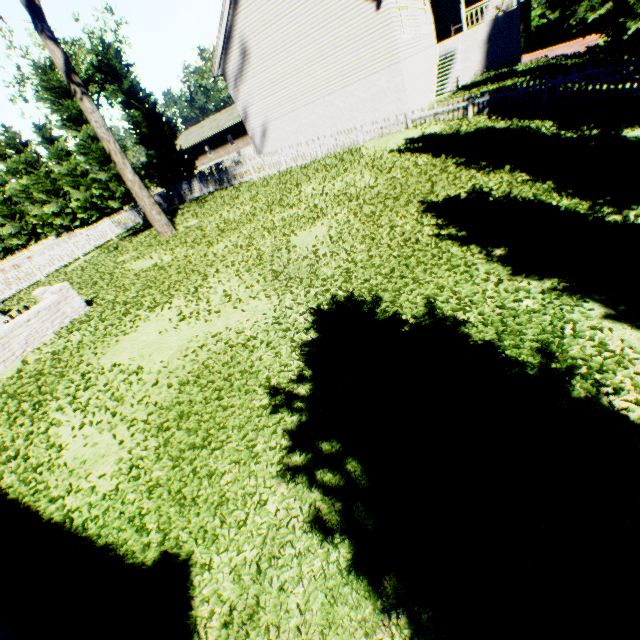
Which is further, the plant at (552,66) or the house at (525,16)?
the house at (525,16)

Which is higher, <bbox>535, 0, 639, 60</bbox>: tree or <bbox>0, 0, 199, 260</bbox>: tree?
<bbox>0, 0, 199, 260</bbox>: tree

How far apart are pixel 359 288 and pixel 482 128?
11.0 meters

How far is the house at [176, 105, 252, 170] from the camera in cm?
4584

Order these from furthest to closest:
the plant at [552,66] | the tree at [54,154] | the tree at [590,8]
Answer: the plant at [552,66], the tree at [54,154], the tree at [590,8]

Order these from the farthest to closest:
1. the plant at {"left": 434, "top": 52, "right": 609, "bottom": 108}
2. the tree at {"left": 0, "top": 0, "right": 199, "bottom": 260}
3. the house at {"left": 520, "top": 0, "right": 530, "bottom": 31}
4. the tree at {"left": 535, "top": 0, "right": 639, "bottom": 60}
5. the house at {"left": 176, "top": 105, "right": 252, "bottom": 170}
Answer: the house at {"left": 176, "top": 105, "right": 252, "bottom": 170} → the house at {"left": 520, "top": 0, "right": 530, "bottom": 31} → the plant at {"left": 434, "top": 52, "right": 609, "bottom": 108} → the tree at {"left": 0, "top": 0, "right": 199, "bottom": 260} → the tree at {"left": 535, "top": 0, "right": 639, "bottom": 60}

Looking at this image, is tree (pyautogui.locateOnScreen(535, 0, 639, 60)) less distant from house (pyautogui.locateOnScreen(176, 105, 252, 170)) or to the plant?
house (pyautogui.locateOnScreen(176, 105, 252, 170))
